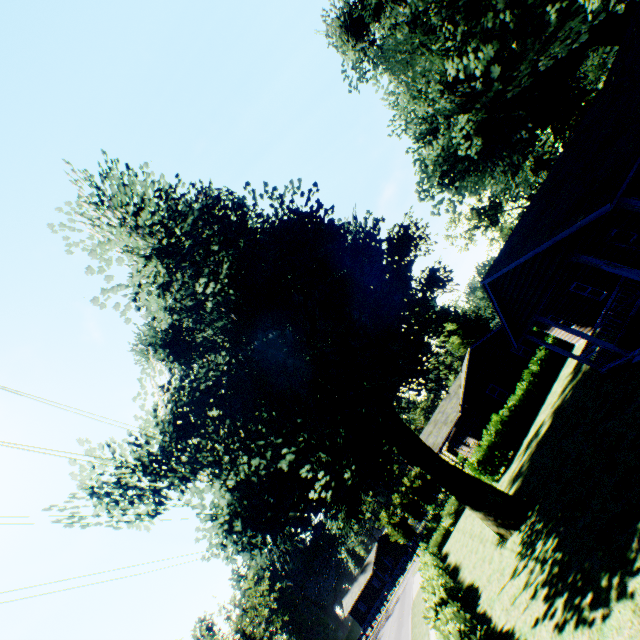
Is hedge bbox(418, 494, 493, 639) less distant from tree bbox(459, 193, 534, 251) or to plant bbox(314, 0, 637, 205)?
plant bbox(314, 0, 637, 205)

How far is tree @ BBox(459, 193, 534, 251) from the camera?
47.62m

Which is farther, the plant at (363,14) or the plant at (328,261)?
the plant at (363,14)

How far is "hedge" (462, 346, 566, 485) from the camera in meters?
24.1

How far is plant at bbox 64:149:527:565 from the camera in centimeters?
1030cm

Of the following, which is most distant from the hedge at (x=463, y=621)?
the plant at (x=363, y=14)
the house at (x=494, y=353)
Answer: the house at (x=494, y=353)

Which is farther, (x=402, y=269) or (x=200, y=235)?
(x=402, y=269)

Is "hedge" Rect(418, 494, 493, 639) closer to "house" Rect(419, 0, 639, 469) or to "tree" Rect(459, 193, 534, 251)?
"house" Rect(419, 0, 639, 469)
